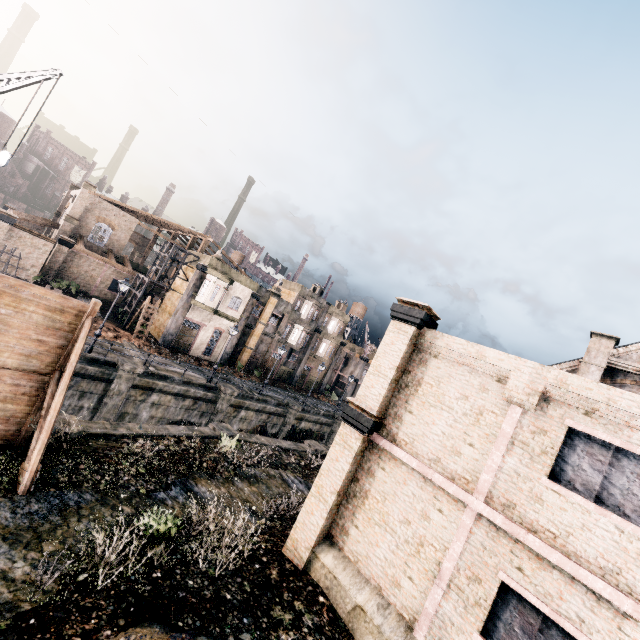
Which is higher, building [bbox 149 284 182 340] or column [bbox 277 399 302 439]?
building [bbox 149 284 182 340]

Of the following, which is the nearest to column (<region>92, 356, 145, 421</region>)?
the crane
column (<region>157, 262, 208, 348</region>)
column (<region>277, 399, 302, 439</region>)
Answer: column (<region>157, 262, 208, 348</region>)

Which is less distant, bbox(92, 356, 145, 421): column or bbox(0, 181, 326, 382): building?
bbox(92, 356, 145, 421): column

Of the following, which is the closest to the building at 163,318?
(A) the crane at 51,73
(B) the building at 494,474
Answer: (A) the crane at 51,73

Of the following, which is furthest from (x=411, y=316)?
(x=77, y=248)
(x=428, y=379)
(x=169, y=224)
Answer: (x=169, y=224)

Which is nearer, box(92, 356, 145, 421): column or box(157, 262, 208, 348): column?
box(92, 356, 145, 421): column

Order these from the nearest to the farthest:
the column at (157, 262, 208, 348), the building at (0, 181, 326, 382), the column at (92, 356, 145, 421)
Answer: the column at (92, 356, 145, 421) < the column at (157, 262, 208, 348) < the building at (0, 181, 326, 382)

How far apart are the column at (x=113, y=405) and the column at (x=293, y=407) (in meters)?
15.92
